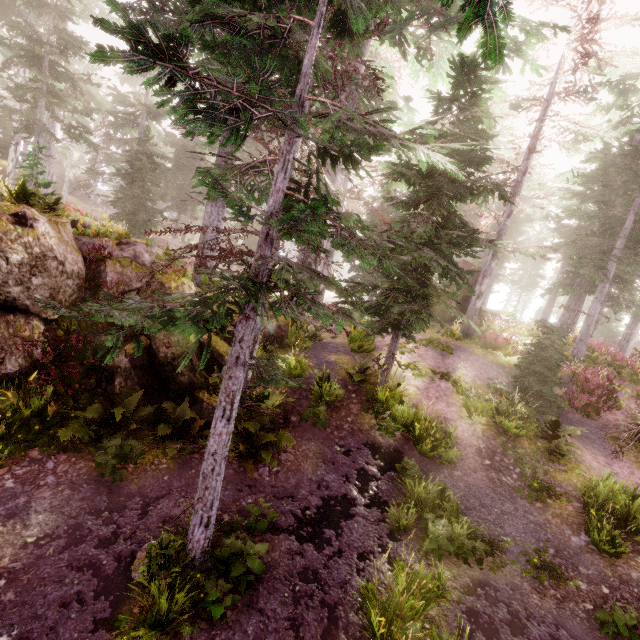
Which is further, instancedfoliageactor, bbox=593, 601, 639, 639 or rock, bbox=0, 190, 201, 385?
rock, bbox=0, 190, 201, 385

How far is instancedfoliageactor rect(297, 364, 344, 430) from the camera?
9.46m

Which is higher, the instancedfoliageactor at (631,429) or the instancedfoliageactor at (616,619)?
the instancedfoliageactor at (631,429)

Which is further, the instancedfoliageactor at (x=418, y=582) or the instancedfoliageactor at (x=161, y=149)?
the instancedfoliageactor at (x=418, y=582)

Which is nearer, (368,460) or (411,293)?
(368,460)

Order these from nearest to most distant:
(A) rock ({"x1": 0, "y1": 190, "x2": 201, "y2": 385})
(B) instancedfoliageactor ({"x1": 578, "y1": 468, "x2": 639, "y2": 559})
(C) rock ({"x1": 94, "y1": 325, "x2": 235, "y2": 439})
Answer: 1. (B) instancedfoliageactor ({"x1": 578, "y1": 468, "x2": 639, "y2": 559})
2. (A) rock ({"x1": 0, "y1": 190, "x2": 201, "y2": 385})
3. (C) rock ({"x1": 94, "y1": 325, "x2": 235, "y2": 439})

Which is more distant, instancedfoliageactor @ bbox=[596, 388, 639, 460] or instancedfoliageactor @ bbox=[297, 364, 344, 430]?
instancedfoliageactor @ bbox=[297, 364, 344, 430]

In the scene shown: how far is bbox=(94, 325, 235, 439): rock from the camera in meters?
8.3 m
